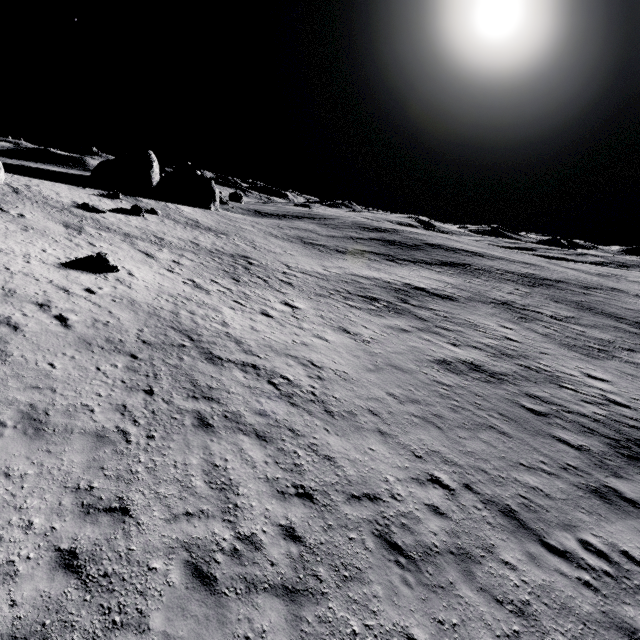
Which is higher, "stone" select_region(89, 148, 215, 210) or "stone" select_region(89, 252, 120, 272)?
"stone" select_region(89, 148, 215, 210)

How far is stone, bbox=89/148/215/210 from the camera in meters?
46.2

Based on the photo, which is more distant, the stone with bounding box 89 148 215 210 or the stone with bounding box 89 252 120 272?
the stone with bounding box 89 148 215 210

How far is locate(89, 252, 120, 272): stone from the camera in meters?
18.4 m

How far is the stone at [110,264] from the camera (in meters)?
18.39

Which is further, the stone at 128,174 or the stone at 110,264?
the stone at 128,174

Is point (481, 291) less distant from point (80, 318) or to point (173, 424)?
point (173, 424)
